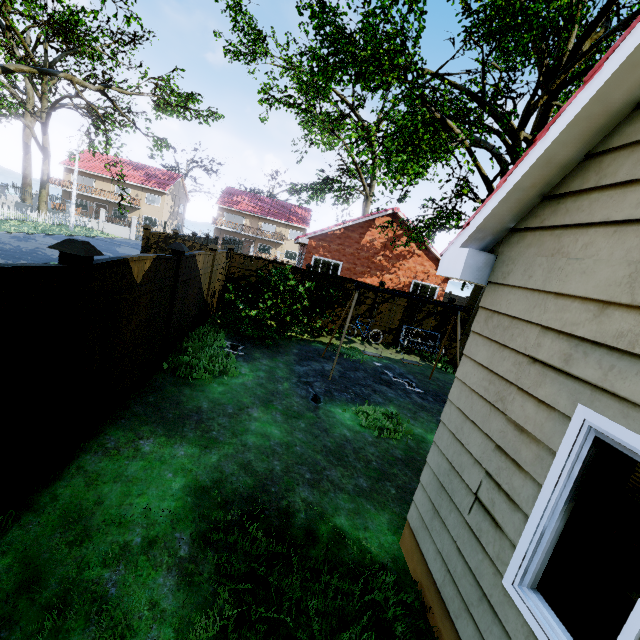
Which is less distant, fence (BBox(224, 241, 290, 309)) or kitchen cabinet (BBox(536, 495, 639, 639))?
kitchen cabinet (BBox(536, 495, 639, 639))

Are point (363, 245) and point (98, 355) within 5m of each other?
no

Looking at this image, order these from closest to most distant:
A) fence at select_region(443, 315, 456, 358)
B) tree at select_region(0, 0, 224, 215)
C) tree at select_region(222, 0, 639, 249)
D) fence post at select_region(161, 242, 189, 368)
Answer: fence post at select_region(161, 242, 189, 368) → tree at select_region(222, 0, 639, 249) → tree at select_region(0, 0, 224, 215) → fence at select_region(443, 315, 456, 358)

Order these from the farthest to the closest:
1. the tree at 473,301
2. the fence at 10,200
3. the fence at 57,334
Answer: the fence at 10,200 → the tree at 473,301 → the fence at 57,334

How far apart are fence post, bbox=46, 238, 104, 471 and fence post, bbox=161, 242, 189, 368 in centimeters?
270cm

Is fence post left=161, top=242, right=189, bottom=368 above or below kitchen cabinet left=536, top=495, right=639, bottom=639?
above

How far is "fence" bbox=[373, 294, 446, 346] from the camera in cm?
1316

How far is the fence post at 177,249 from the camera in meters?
6.0
